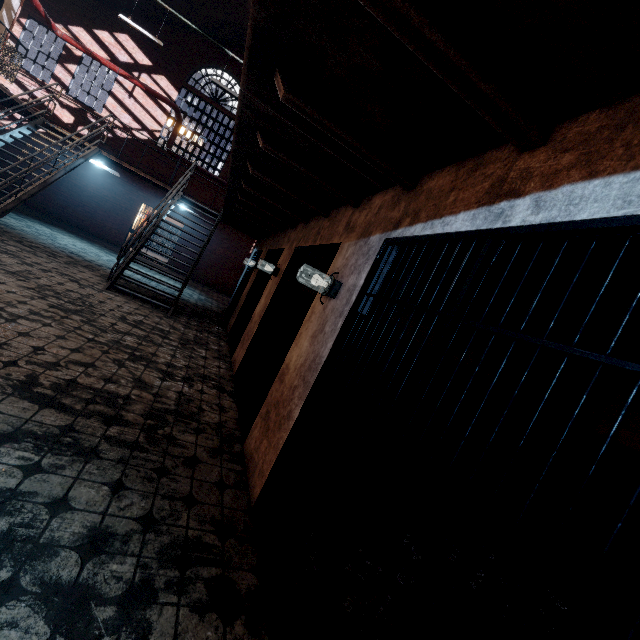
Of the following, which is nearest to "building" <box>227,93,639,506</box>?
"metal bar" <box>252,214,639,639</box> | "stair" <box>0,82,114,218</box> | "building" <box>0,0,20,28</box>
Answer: "metal bar" <box>252,214,639,639</box>

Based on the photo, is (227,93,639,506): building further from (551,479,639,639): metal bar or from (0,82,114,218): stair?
(0,82,114,218): stair

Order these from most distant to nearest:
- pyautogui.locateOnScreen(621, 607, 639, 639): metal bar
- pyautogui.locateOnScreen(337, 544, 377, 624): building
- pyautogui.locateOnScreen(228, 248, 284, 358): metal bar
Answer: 1. pyautogui.locateOnScreen(228, 248, 284, 358): metal bar
2. pyautogui.locateOnScreen(337, 544, 377, 624): building
3. pyautogui.locateOnScreen(621, 607, 639, 639): metal bar

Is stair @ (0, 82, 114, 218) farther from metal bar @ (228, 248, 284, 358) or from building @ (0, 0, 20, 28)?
metal bar @ (228, 248, 284, 358)

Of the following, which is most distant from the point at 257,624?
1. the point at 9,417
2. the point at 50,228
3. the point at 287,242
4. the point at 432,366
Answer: the point at 50,228

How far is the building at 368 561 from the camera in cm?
208

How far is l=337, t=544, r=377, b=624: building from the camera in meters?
2.1

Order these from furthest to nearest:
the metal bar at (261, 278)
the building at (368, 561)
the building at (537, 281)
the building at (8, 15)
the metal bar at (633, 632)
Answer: the building at (8, 15) → the metal bar at (261, 278) → the building at (537, 281) → the building at (368, 561) → the metal bar at (633, 632)
